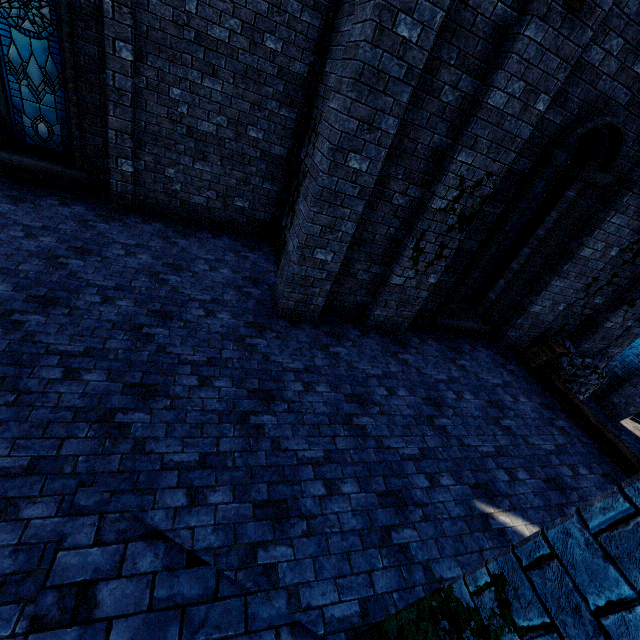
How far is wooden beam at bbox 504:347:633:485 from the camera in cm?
577

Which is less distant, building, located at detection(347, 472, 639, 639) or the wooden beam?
building, located at detection(347, 472, 639, 639)

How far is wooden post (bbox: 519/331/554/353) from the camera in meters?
8.1

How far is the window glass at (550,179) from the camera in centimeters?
605cm

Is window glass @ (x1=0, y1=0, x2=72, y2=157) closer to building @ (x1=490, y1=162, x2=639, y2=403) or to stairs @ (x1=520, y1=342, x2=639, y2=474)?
building @ (x1=490, y1=162, x2=639, y2=403)

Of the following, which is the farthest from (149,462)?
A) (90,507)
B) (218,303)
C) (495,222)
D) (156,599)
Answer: (495,222)

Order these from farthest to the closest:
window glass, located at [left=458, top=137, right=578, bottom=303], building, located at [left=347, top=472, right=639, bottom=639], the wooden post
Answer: the wooden post
window glass, located at [left=458, top=137, right=578, bottom=303]
building, located at [left=347, top=472, right=639, bottom=639]

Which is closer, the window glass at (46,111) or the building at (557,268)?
the window glass at (46,111)
